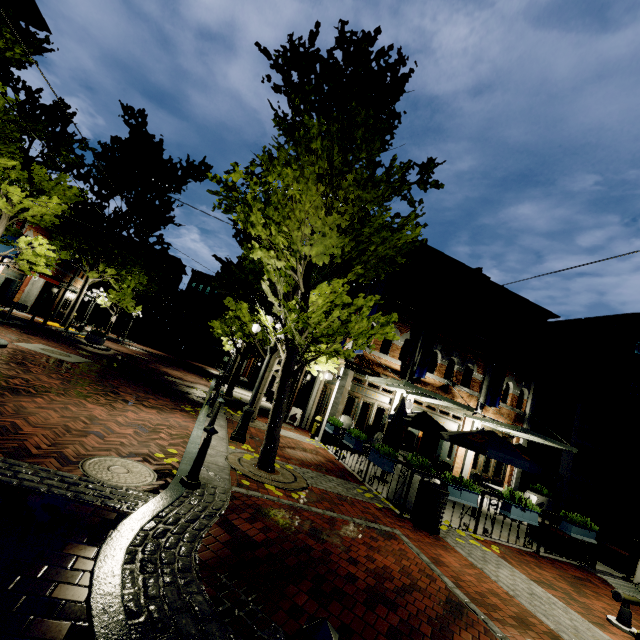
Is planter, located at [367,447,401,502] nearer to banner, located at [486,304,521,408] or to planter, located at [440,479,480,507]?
planter, located at [440,479,480,507]

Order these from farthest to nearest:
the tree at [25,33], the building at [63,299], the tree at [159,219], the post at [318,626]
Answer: the building at [63,299] < the tree at [159,219] < the tree at [25,33] < the post at [318,626]

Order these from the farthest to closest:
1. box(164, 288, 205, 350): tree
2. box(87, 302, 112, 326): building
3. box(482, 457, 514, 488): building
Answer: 1. box(87, 302, 112, 326): building
2. box(164, 288, 205, 350): tree
3. box(482, 457, 514, 488): building

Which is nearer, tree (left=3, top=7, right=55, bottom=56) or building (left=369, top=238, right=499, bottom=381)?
tree (left=3, top=7, right=55, bottom=56)

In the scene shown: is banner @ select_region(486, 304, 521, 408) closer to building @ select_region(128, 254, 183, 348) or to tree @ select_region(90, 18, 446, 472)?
building @ select_region(128, 254, 183, 348)

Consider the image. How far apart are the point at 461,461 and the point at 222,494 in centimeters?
1330cm

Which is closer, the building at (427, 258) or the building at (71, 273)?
the building at (427, 258)

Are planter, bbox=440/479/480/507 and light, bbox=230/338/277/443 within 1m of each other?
no
